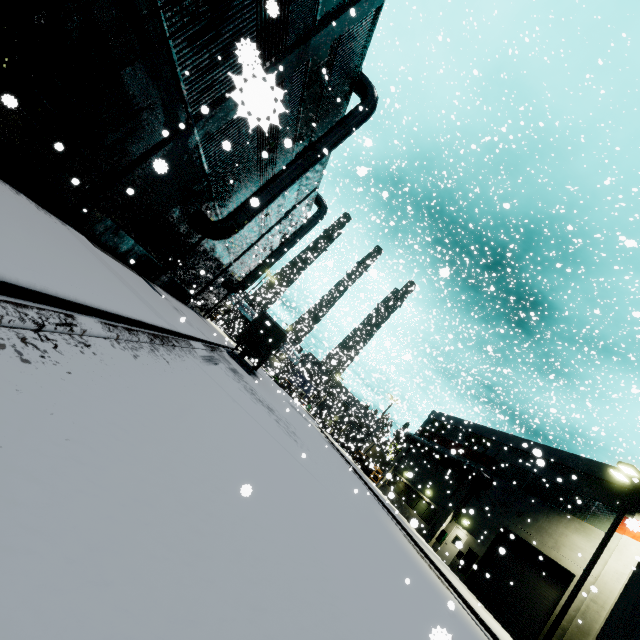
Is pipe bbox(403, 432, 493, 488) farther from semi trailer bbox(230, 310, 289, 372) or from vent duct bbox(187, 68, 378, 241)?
vent duct bbox(187, 68, 378, 241)

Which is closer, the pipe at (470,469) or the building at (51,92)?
the building at (51,92)

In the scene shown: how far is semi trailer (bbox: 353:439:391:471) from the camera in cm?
3995

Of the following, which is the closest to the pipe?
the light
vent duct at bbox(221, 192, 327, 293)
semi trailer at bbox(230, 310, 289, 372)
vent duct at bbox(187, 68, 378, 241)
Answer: semi trailer at bbox(230, 310, 289, 372)

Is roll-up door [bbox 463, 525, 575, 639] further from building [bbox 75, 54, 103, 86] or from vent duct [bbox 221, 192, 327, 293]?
vent duct [bbox 221, 192, 327, 293]

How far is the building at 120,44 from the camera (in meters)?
6.89

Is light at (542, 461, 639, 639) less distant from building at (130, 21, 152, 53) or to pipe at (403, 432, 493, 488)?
building at (130, 21, 152, 53)

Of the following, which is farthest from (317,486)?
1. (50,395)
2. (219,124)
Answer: (219,124)
